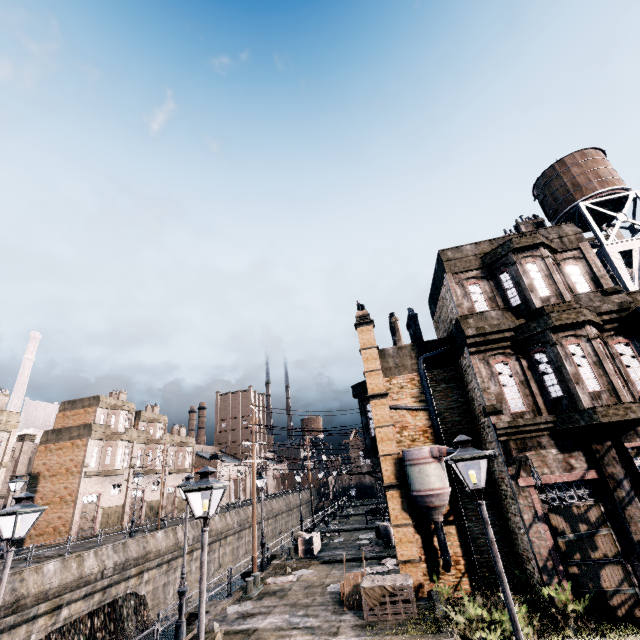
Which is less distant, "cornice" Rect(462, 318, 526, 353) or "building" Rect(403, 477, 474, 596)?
"building" Rect(403, 477, 474, 596)

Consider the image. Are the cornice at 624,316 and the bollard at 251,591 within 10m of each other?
no

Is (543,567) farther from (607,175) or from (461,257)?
(607,175)

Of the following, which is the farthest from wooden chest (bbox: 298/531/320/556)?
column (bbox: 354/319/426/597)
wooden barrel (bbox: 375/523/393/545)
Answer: column (bbox: 354/319/426/597)

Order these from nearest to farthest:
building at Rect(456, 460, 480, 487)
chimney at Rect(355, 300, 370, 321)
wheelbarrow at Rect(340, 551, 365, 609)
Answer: wheelbarrow at Rect(340, 551, 365, 609), building at Rect(456, 460, 480, 487), chimney at Rect(355, 300, 370, 321)

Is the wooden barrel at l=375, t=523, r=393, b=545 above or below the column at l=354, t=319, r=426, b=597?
below

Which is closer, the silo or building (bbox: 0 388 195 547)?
the silo

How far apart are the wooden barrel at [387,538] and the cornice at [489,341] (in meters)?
17.13
